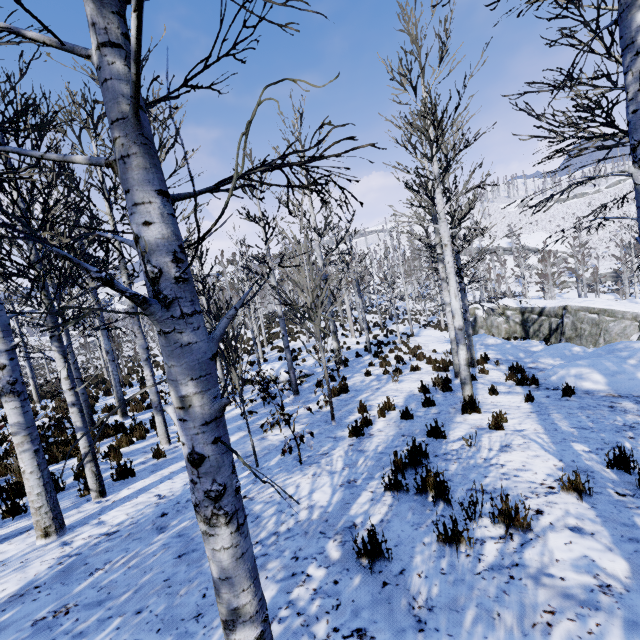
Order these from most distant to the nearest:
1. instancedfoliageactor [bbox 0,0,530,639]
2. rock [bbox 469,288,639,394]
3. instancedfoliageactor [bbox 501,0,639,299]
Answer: rock [bbox 469,288,639,394]
instancedfoliageactor [bbox 501,0,639,299]
instancedfoliageactor [bbox 0,0,530,639]

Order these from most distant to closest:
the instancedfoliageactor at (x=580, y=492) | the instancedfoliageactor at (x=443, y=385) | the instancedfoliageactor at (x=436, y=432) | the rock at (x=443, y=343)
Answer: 1. the rock at (x=443, y=343)
2. the instancedfoliageactor at (x=443, y=385)
3. the instancedfoliageactor at (x=436, y=432)
4. the instancedfoliageactor at (x=580, y=492)

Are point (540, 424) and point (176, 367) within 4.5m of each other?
no

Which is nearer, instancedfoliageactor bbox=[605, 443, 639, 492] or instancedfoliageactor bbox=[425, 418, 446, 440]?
instancedfoliageactor bbox=[605, 443, 639, 492]

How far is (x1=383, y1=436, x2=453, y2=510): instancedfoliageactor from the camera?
3.5 meters

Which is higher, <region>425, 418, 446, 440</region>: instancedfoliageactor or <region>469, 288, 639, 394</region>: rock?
<region>425, 418, 446, 440</region>: instancedfoliageactor

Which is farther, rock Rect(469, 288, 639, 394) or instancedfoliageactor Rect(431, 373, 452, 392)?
instancedfoliageactor Rect(431, 373, 452, 392)

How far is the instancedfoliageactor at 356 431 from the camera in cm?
605
